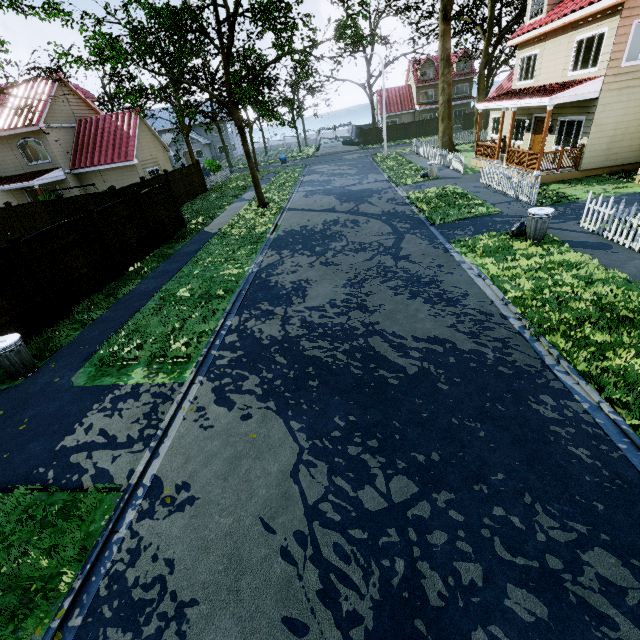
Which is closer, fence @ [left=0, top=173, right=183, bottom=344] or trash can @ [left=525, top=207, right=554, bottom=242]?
fence @ [left=0, top=173, right=183, bottom=344]

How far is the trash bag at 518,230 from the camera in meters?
9.9

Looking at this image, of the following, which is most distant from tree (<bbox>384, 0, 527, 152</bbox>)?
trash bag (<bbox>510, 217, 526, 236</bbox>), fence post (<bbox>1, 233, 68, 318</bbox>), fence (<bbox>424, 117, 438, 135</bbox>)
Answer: trash bag (<bbox>510, 217, 526, 236</bbox>)

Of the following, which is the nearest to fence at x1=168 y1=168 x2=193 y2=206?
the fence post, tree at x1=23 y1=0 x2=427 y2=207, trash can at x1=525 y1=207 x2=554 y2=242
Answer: the fence post

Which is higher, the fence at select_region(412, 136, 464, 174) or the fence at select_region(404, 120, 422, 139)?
the fence at select_region(404, 120, 422, 139)

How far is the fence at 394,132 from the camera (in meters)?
45.19

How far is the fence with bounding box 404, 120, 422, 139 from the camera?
44.91m

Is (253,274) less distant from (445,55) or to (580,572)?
(580,572)
